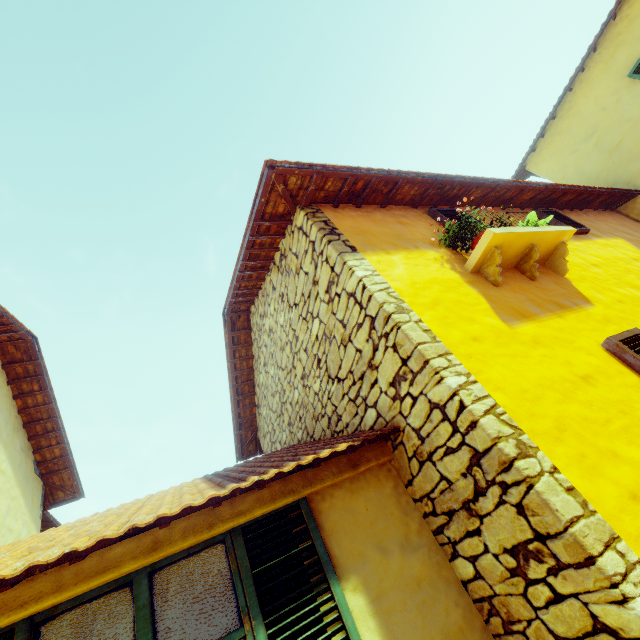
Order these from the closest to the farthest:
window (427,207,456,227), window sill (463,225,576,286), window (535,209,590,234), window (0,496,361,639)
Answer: window (0,496,361,639) → window sill (463,225,576,286) → window (427,207,456,227) → window (535,209,590,234)

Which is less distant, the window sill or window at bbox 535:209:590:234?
the window sill

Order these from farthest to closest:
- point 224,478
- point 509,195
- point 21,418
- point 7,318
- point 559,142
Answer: point 559,142 → point 21,418 → point 509,195 → point 7,318 → point 224,478

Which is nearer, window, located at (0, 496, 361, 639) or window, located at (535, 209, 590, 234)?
window, located at (0, 496, 361, 639)

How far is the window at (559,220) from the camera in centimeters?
521cm

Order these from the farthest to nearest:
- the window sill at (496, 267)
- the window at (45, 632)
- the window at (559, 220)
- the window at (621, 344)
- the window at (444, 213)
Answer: the window at (559, 220) < the window at (444, 213) < the window sill at (496, 267) < the window at (621, 344) < the window at (45, 632)

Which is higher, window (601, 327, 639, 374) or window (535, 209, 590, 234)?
window (535, 209, 590, 234)
